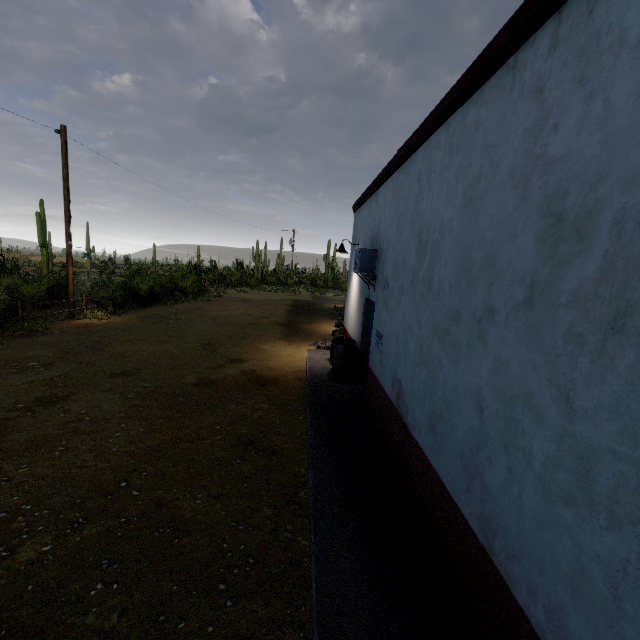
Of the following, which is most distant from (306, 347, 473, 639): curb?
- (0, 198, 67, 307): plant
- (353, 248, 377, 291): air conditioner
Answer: (0, 198, 67, 307): plant

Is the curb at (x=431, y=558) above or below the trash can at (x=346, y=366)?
below

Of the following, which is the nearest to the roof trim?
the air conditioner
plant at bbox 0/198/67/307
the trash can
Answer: the air conditioner

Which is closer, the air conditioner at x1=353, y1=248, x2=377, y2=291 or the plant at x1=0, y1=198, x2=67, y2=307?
the air conditioner at x1=353, y1=248, x2=377, y2=291

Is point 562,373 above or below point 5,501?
above

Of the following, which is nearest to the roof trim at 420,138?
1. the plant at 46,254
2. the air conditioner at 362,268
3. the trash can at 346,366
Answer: the air conditioner at 362,268

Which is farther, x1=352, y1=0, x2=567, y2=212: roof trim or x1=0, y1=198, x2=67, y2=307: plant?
x1=0, y1=198, x2=67, y2=307: plant

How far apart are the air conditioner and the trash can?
1.7 meters
